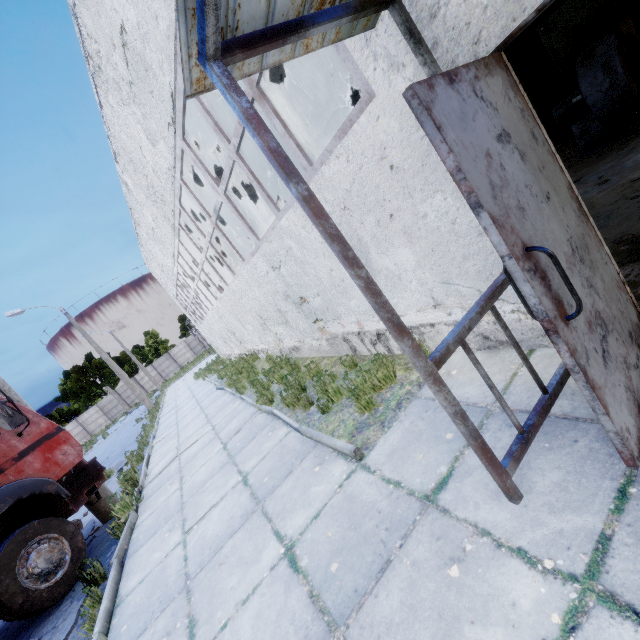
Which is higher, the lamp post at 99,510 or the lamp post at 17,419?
the lamp post at 17,419

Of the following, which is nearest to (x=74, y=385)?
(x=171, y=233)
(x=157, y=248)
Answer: (x=157, y=248)

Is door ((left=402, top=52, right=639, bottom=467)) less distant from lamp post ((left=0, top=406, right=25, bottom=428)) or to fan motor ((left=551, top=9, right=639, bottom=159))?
fan motor ((left=551, top=9, right=639, bottom=159))

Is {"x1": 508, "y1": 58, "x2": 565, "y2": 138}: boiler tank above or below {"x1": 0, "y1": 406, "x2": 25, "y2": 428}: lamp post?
below

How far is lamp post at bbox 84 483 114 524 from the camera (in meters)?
7.02

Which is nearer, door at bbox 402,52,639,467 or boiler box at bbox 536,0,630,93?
door at bbox 402,52,639,467

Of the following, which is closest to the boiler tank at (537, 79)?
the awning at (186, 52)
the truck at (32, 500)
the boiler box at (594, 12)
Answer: the boiler box at (594, 12)

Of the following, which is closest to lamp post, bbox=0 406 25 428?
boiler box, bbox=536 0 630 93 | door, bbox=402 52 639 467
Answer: door, bbox=402 52 639 467
